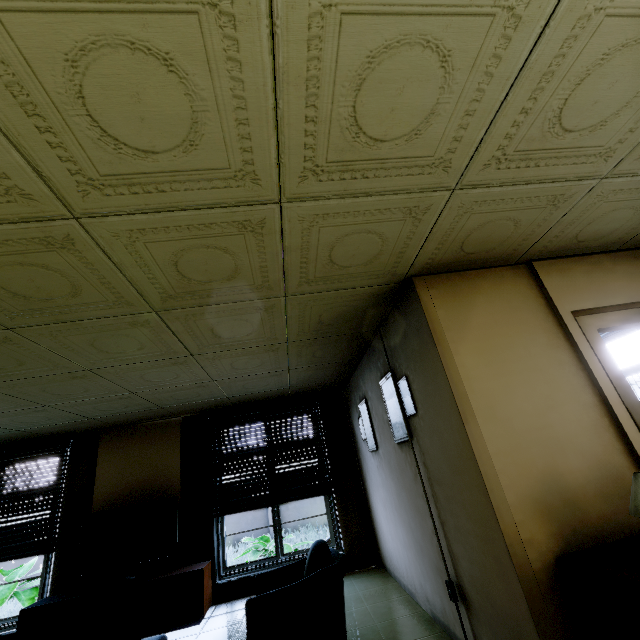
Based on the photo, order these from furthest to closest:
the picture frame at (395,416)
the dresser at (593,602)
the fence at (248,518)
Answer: the fence at (248,518) → the picture frame at (395,416) → the dresser at (593,602)

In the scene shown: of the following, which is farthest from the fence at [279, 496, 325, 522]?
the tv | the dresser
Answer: the dresser

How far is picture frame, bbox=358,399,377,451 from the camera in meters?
4.4 m

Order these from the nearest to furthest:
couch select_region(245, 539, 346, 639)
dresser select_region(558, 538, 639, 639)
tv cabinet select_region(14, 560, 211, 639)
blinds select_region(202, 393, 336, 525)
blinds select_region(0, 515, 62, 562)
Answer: dresser select_region(558, 538, 639, 639) < couch select_region(245, 539, 346, 639) < tv cabinet select_region(14, 560, 211, 639) < blinds select_region(0, 515, 62, 562) < blinds select_region(202, 393, 336, 525)

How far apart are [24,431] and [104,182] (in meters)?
5.38

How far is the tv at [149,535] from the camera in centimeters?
442cm

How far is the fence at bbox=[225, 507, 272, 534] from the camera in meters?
10.4

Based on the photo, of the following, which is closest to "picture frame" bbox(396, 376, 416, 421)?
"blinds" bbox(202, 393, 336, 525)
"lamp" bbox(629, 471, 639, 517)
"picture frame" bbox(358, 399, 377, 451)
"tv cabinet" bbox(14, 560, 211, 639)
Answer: "picture frame" bbox(358, 399, 377, 451)
